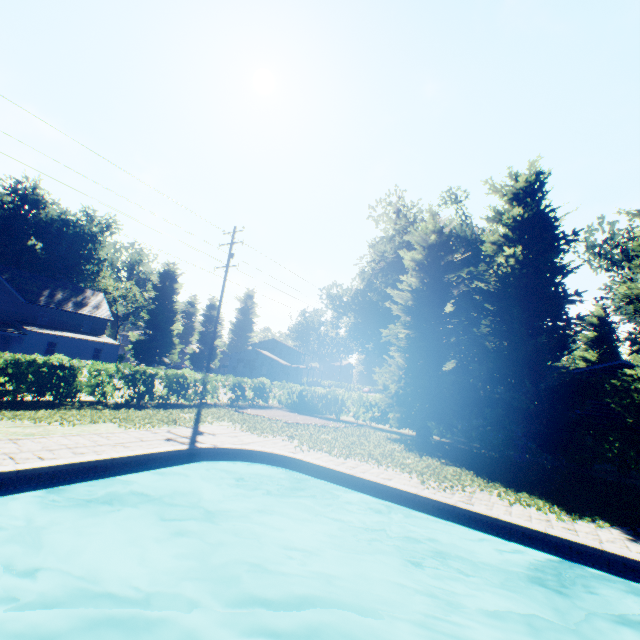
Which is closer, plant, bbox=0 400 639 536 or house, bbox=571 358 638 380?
plant, bbox=0 400 639 536

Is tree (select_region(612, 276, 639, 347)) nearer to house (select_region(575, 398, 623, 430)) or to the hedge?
the hedge

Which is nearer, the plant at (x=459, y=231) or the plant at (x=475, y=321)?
the plant at (x=459, y=231)

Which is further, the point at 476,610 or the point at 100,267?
the point at 100,267

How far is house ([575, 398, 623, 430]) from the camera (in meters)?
18.77

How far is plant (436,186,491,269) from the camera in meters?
32.4 m

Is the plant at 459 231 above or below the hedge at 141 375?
above
